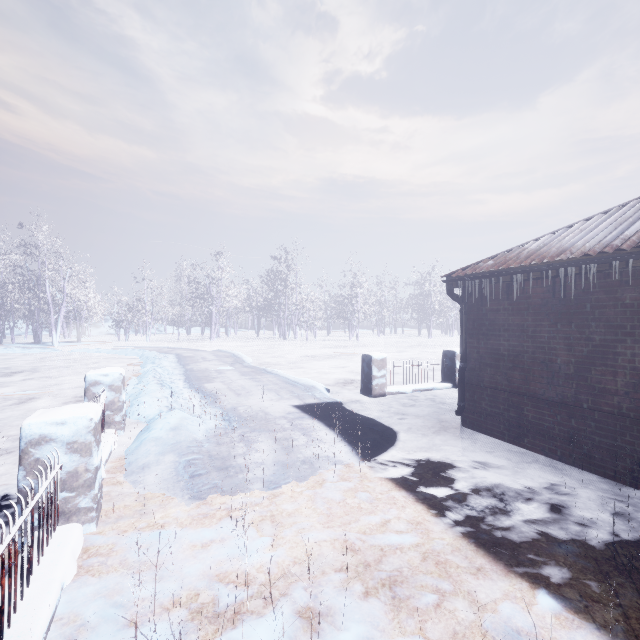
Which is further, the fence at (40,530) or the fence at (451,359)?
the fence at (451,359)

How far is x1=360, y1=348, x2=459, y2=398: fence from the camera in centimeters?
687cm

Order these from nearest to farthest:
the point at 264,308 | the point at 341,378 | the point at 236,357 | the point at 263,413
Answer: the point at 263,413 → the point at 341,378 → the point at 236,357 → the point at 264,308

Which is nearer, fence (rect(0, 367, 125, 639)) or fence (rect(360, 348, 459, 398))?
fence (rect(0, 367, 125, 639))

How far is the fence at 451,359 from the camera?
6.9m
